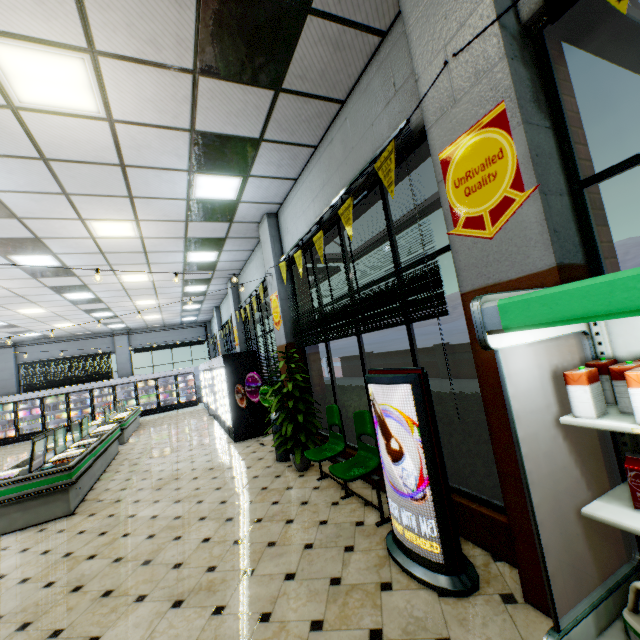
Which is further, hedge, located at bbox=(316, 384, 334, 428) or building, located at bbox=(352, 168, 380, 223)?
hedge, located at bbox=(316, 384, 334, 428)

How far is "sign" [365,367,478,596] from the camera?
2.5m

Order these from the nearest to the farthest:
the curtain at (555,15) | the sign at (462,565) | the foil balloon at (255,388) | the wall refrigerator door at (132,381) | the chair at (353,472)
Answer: the curtain at (555,15) < the sign at (462,565) < the chair at (353,472) < the foil balloon at (255,388) < the wall refrigerator door at (132,381)

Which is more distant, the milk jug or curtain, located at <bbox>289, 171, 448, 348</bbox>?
curtain, located at <bbox>289, 171, 448, 348</bbox>

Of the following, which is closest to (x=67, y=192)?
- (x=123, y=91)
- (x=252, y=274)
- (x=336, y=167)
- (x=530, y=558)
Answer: (x=123, y=91)

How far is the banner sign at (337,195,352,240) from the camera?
3.7m

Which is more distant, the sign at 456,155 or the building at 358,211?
the building at 358,211

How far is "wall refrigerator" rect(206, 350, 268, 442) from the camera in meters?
8.4 m
